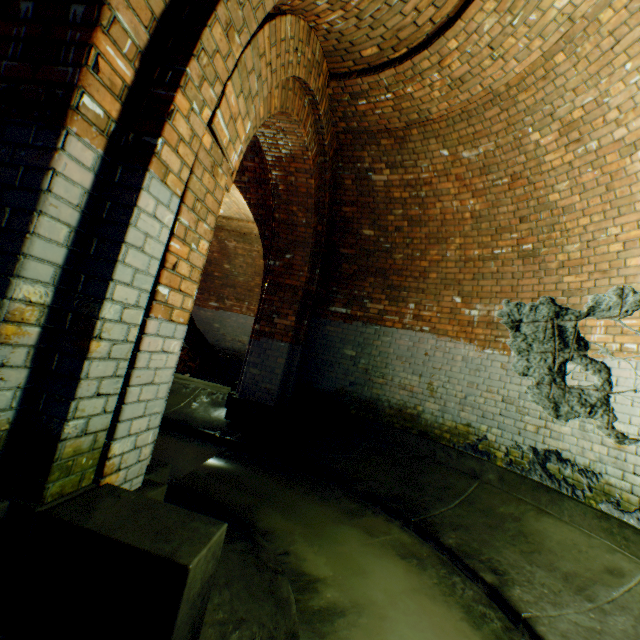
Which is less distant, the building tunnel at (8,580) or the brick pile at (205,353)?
the building tunnel at (8,580)

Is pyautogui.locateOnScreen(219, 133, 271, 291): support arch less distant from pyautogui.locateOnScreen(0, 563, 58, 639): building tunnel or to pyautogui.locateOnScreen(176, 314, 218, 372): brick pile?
pyautogui.locateOnScreen(0, 563, 58, 639): building tunnel

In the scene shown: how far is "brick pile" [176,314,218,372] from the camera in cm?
1016

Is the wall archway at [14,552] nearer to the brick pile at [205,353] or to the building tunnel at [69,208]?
the building tunnel at [69,208]

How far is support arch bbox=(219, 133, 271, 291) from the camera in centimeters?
550cm

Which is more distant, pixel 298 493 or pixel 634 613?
pixel 298 493

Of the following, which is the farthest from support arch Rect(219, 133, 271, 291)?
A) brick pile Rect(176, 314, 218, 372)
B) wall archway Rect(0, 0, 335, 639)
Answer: brick pile Rect(176, 314, 218, 372)

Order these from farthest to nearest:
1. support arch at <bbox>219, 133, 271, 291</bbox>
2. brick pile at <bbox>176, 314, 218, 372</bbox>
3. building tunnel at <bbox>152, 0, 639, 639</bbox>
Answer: brick pile at <bbox>176, 314, 218, 372</bbox> → support arch at <bbox>219, 133, 271, 291</bbox> → building tunnel at <bbox>152, 0, 639, 639</bbox>
